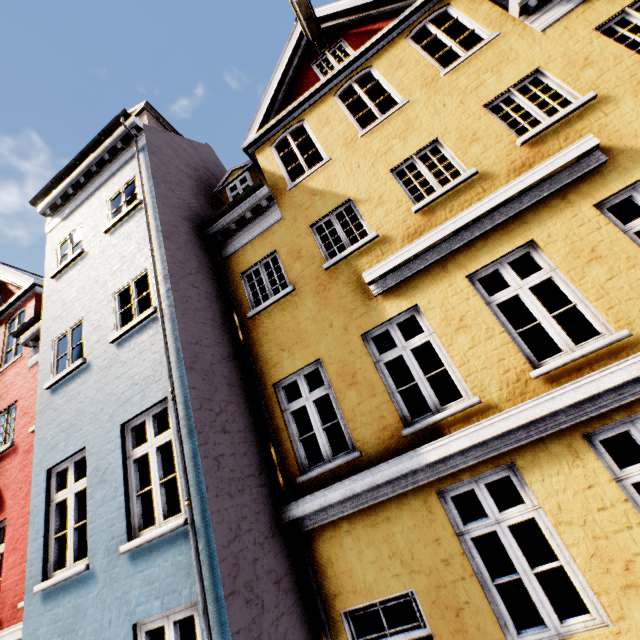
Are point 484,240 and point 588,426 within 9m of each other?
yes
